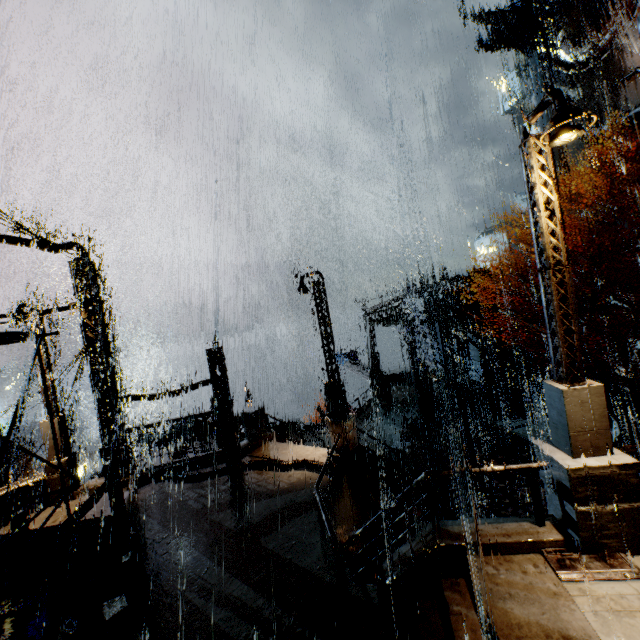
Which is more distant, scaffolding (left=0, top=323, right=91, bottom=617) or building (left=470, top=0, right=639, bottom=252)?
building (left=470, top=0, right=639, bottom=252)

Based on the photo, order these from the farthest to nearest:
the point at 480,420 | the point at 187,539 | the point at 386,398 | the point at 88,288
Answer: the point at 386,398 → the point at 480,420 → the point at 88,288 → the point at 187,539

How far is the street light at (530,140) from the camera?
4.96m

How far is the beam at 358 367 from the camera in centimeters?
3042cm

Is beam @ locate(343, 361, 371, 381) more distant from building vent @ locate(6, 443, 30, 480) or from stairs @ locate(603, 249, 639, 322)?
building vent @ locate(6, 443, 30, 480)

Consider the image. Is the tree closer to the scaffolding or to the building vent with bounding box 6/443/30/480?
the scaffolding

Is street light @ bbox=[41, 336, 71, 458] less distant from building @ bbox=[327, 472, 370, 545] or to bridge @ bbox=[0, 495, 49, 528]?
bridge @ bbox=[0, 495, 49, 528]

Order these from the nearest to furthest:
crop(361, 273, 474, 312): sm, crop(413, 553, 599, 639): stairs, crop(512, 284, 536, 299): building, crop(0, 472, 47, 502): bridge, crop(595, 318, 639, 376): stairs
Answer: crop(413, 553, 599, 639): stairs → crop(0, 472, 47, 502): bridge → crop(595, 318, 639, 376): stairs → crop(361, 273, 474, 312): sm → crop(512, 284, 536, 299): building
